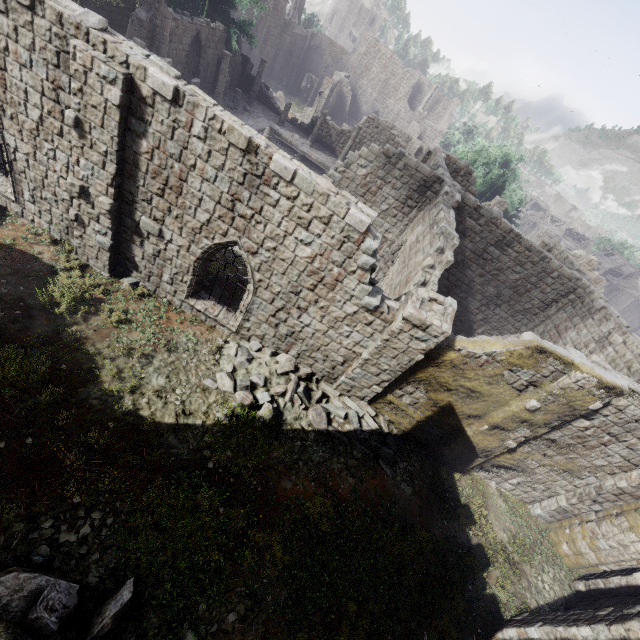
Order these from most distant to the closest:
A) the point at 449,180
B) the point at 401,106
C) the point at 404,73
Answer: the point at 401,106
the point at 404,73
the point at 449,180

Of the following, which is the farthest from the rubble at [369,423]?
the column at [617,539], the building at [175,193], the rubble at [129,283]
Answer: the column at [617,539]

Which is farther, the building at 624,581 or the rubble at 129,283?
the rubble at 129,283

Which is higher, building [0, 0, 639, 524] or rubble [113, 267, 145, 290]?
building [0, 0, 639, 524]

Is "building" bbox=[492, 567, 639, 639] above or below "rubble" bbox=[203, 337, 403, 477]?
above

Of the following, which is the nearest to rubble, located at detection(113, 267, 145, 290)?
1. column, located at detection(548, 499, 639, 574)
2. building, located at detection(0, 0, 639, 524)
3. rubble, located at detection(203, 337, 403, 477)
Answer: building, located at detection(0, 0, 639, 524)

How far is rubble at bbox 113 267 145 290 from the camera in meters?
10.9 m

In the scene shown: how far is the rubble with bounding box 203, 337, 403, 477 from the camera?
9.9m
